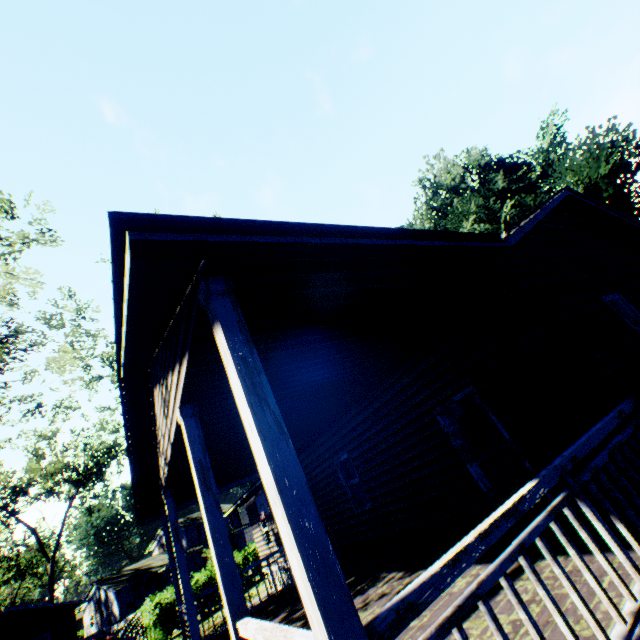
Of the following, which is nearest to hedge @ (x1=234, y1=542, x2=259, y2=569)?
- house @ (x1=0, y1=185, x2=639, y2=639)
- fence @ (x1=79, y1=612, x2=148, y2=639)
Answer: house @ (x1=0, y1=185, x2=639, y2=639)

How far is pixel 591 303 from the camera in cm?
568

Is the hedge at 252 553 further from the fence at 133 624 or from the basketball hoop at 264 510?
the fence at 133 624

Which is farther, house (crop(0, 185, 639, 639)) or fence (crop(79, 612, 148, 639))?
fence (crop(79, 612, 148, 639))

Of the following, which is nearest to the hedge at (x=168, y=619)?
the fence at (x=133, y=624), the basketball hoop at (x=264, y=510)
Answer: the basketball hoop at (x=264, y=510)

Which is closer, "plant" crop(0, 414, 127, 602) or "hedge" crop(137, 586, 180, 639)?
"hedge" crop(137, 586, 180, 639)

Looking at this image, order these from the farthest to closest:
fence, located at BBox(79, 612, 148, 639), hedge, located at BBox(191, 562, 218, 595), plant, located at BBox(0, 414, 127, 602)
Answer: plant, located at BBox(0, 414, 127, 602) → hedge, located at BBox(191, 562, 218, 595) → fence, located at BBox(79, 612, 148, 639)

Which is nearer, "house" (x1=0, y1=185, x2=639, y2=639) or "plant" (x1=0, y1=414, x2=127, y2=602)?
"house" (x1=0, y1=185, x2=639, y2=639)
